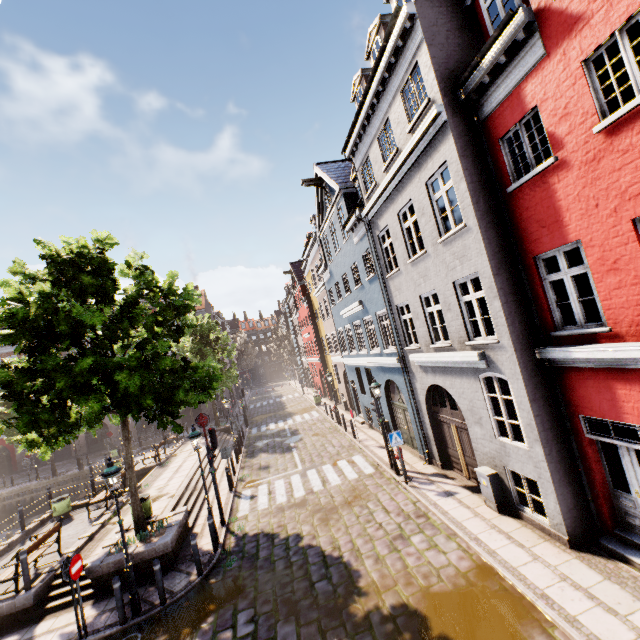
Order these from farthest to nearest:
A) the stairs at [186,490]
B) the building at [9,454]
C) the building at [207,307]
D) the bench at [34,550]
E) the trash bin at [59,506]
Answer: the building at [207,307], the building at [9,454], the trash bin at [59,506], the stairs at [186,490], the bench at [34,550]

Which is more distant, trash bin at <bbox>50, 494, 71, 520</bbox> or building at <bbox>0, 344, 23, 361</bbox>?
building at <bbox>0, 344, 23, 361</bbox>

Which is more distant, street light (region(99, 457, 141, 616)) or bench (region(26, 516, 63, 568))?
bench (region(26, 516, 63, 568))

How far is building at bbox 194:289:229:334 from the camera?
39.7m

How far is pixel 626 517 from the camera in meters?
6.7 m

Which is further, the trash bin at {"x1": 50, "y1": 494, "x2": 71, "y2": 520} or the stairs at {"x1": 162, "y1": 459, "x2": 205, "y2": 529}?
the trash bin at {"x1": 50, "y1": 494, "x2": 71, "y2": 520}

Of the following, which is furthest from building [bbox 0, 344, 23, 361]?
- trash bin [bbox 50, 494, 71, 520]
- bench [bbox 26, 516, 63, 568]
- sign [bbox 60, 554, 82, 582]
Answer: trash bin [bbox 50, 494, 71, 520]

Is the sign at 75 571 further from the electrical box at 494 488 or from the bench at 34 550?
the electrical box at 494 488
